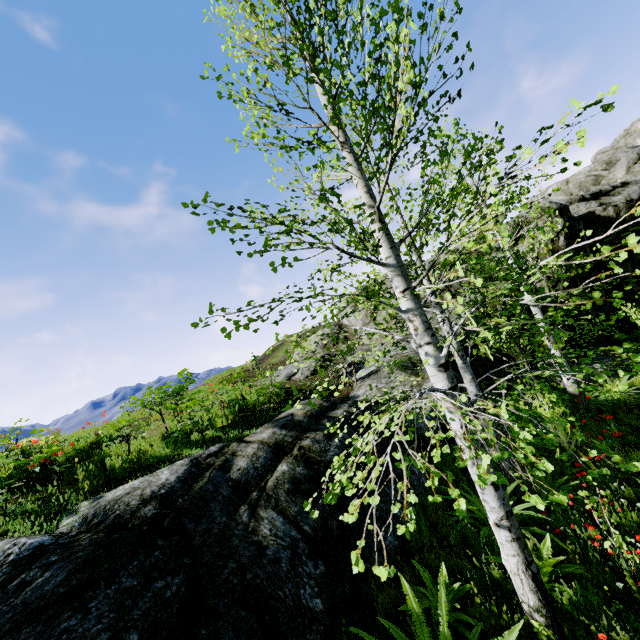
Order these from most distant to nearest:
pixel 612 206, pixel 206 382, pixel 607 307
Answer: pixel 206 382 → pixel 612 206 → pixel 607 307

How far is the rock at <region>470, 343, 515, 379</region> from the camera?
12.11m

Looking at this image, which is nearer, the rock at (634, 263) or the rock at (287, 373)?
the rock at (287, 373)

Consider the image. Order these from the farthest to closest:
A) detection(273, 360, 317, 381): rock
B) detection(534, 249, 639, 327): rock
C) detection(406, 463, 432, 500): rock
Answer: detection(534, 249, 639, 327): rock < detection(273, 360, 317, 381): rock < detection(406, 463, 432, 500): rock

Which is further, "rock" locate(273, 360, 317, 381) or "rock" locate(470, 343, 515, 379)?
"rock" locate(273, 360, 317, 381)

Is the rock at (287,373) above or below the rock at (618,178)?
below
